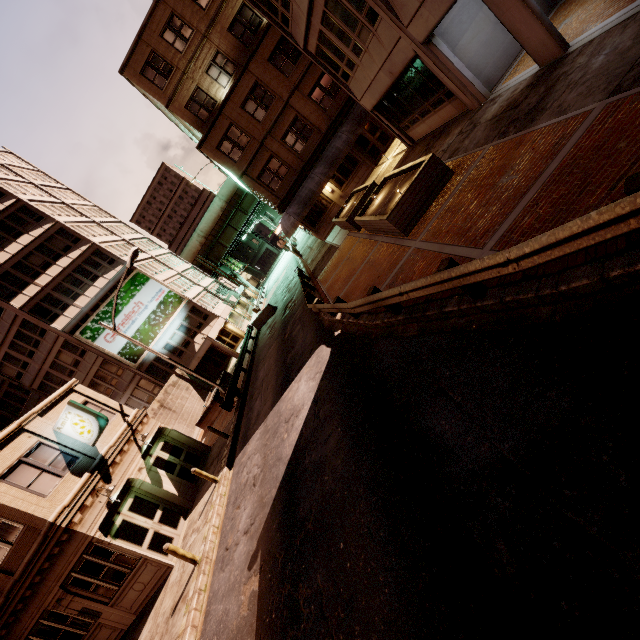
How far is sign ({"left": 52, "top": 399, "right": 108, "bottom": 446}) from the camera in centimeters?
1400cm

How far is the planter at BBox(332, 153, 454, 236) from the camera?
10.4m

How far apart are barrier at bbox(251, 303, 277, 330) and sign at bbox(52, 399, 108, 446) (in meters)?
16.36

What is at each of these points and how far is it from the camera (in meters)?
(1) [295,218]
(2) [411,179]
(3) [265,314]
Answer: (1) awning, 24.64
(2) planter, 11.48
(3) barrier, 30.11

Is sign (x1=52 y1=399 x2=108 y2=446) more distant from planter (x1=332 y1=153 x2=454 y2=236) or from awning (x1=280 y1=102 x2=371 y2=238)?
awning (x1=280 y1=102 x2=371 y2=238)

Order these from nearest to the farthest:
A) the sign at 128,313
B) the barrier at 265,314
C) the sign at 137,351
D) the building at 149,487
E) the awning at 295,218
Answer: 1. the building at 149,487
2. the awning at 295,218
3. the barrier at 265,314
4. the sign at 137,351
5. the sign at 128,313

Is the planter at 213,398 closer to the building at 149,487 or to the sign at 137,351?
the building at 149,487

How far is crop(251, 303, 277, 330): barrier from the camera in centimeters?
2926cm
